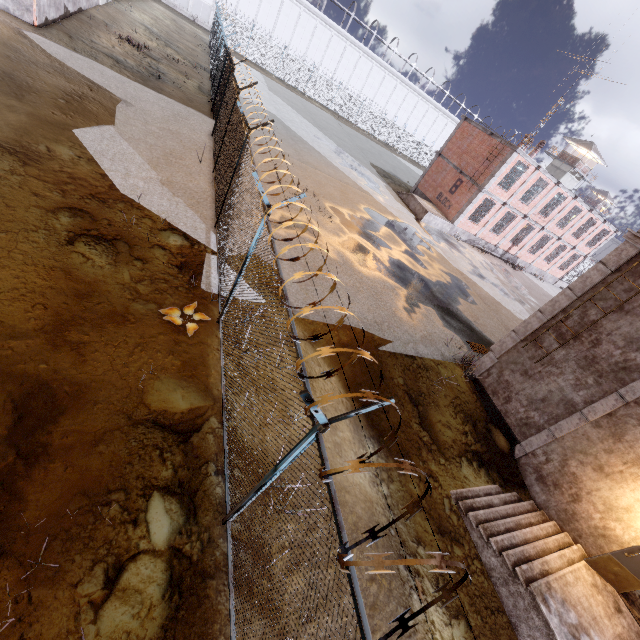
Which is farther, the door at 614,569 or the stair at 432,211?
the stair at 432,211

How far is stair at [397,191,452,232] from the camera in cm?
2462

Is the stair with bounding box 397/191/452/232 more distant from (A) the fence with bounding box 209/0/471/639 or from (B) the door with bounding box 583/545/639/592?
(B) the door with bounding box 583/545/639/592

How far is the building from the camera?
53.81m

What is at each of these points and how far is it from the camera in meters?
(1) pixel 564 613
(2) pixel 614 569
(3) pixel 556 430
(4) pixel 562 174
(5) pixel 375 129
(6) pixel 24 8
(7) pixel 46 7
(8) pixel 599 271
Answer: (1) stair, 6.5 m
(2) door, 7.5 m
(3) trim, 9.2 m
(4) building, 54.2 m
(5) fence, 47.2 m
(6) foundation, 13.4 m
(7) foundation, 14.3 m
(8) trim, 9.0 m

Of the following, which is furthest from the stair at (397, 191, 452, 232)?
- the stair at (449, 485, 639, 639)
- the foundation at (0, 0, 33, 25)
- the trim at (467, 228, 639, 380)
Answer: the foundation at (0, 0, 33, 25)

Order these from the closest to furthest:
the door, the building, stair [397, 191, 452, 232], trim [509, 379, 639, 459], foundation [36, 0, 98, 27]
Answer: the door
trim [509, 379, 639, 459]
foundation [36, 0, 98, 27]
stair [397, 191, 452, 232]
the building

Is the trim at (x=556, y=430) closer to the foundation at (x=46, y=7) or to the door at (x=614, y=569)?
the door at (x=614, y=569)
